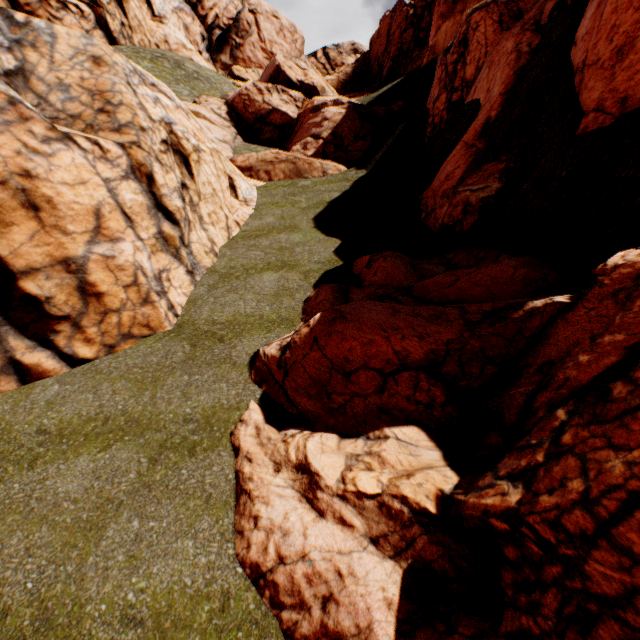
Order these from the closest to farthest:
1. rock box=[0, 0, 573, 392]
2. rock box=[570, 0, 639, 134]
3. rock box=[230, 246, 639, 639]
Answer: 1. rock box=[230, 246, 639, 639]
2. rock box=[570, 0, 639, 134]
3. rock box=[0, 0, 573, 392]

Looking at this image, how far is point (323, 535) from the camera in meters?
4.7 m

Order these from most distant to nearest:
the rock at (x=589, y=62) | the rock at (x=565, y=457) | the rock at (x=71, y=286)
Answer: the rock at (x=71, y=286), the rock at (x=589, y=62), the rock at (x=565, y=457)

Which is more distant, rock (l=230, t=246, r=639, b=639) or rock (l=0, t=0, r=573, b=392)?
rock (l=0, t=0, r=573, b=392)

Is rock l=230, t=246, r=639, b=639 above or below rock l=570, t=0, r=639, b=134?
below

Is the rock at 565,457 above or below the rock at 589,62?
below
